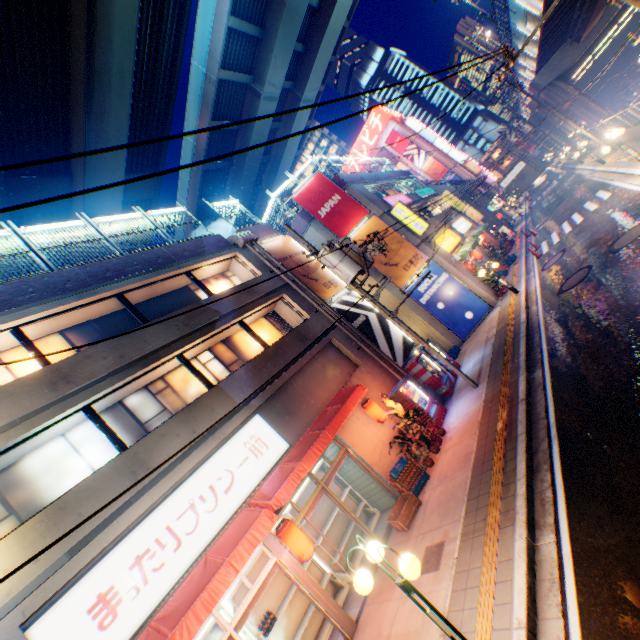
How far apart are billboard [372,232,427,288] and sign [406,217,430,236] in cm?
130

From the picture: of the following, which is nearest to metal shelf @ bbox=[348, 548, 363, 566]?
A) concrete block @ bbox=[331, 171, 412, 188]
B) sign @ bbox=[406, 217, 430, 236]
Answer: sign @ bbox=[406, 217, 430, 236]

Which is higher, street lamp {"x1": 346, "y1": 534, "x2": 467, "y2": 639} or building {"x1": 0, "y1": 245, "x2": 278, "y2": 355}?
building {"x1": 0, "y1": 245, "x2": 278, "y2": 355}

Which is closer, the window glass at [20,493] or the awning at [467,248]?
the window glass at [20,493]

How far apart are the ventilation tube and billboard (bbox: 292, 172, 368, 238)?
5.6m

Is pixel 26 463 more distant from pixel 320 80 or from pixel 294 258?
pixel 320 80

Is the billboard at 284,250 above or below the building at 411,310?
above

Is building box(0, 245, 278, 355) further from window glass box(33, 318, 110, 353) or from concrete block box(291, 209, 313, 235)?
concrete block box(291, 209, 313, 235)
